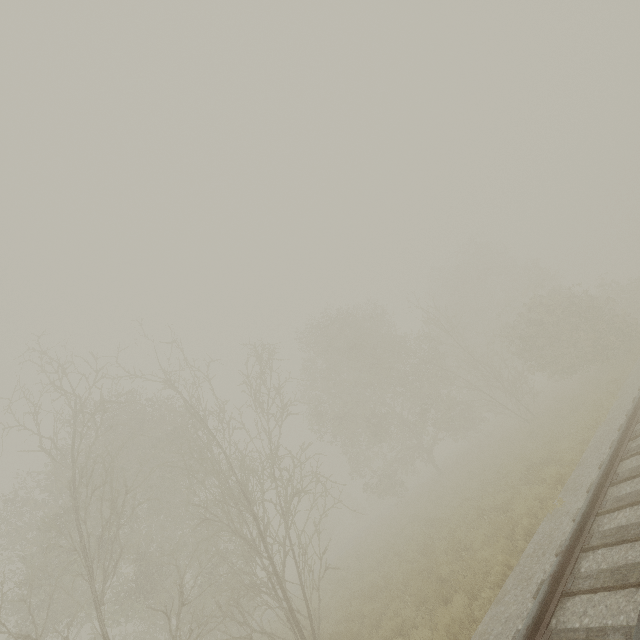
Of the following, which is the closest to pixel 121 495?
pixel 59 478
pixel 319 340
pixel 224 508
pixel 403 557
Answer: pixel 59 478
